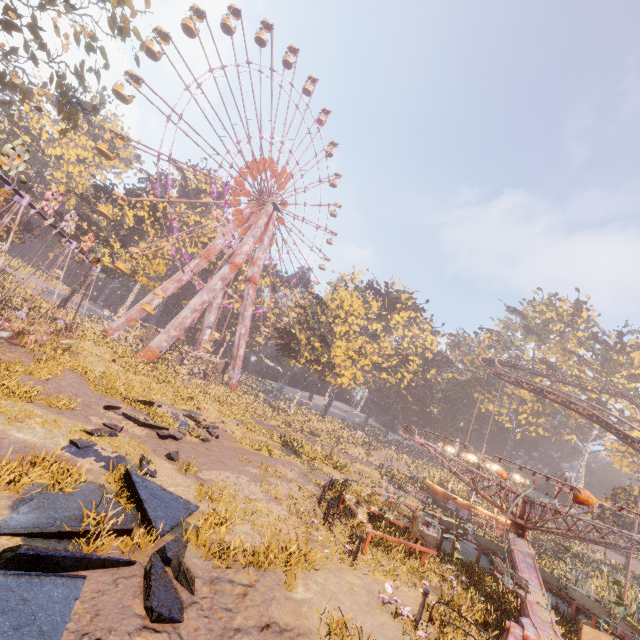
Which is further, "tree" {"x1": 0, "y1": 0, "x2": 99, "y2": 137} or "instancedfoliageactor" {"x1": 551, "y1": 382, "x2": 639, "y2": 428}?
"instancedfoliageactor" {"x1": 551, "y1": 382, "x2": 639, "y2": 428}

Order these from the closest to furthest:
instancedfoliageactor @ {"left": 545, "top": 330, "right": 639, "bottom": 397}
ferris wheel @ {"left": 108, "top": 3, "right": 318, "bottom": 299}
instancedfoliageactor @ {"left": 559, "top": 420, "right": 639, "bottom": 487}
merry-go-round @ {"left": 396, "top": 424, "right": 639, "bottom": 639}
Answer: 1. merry-go-round @ {"left": 396, "top": 424, "right": 639, "bottom": 639}
2. ferris wheel @ {"left": 108, "top": 3, "right": 318, "bottom": 299}
3. instancedfoliageactor @ {"left": 559, "top": 420, "right": 639, "bottom": 487}
4. instancedfoliageactor @ {"left": 545, "top": 330, "right": 639, "bottom": 397}

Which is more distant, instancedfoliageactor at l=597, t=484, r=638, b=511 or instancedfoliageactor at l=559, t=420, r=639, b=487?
instancedfoliageactor at l=559, t=420, r=639, b=487

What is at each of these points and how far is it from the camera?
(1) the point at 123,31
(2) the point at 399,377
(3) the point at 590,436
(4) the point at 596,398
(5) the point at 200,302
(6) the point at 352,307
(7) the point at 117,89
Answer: (1) tree, 17.3 meters
(2) instancedfoliageactor, 58.8 meters
(3) instancedfoliageactor, 55.1 meters
(4) instancedfoliageactor, 48.8 meters
(5) metal support, 37.7 meters
(6) tree, 43.8 meters
(7) ferris wheel, 28.8 meters

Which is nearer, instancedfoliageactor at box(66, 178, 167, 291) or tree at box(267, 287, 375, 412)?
instancedfoliageactor at box(66, 178, 167, 291)

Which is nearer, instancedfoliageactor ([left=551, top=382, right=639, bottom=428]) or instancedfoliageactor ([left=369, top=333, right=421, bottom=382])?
instancedfoliageactor ([left=551, top=382, right=639, bottom=428])

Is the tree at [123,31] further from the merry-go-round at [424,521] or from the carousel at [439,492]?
the carousel at [439,492]

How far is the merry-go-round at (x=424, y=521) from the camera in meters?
9.4
